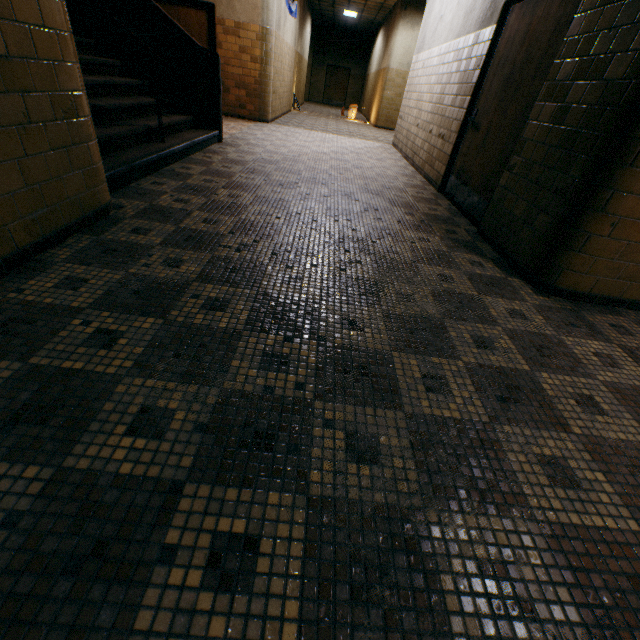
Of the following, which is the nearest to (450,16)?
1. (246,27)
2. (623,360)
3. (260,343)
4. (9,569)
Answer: (246,27)

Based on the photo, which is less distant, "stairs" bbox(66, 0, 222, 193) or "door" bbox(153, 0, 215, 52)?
"stairs" bbox(66, 0, 222, 193)

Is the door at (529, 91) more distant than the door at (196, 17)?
No

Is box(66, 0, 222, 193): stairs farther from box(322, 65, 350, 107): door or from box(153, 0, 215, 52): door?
box(322, 65, 350, 107): door

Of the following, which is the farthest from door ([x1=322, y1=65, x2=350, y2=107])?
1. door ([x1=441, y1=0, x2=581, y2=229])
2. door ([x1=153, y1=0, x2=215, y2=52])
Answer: door ([x1=441, y1=0, x2=581, y2=229])

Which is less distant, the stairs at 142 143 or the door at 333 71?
the stairs at 142 143

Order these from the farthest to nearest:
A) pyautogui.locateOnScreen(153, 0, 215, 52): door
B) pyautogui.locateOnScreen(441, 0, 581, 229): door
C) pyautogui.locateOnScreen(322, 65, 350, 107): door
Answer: pyautogui.locateOnScreen(322, 65, 350, 107): door
pyautogui.locateOnScreen(153, 0, 215, 52): door
pyautogui.locateOnScreen(441, 0, 581, 229): door

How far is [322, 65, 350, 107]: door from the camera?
21.55m
